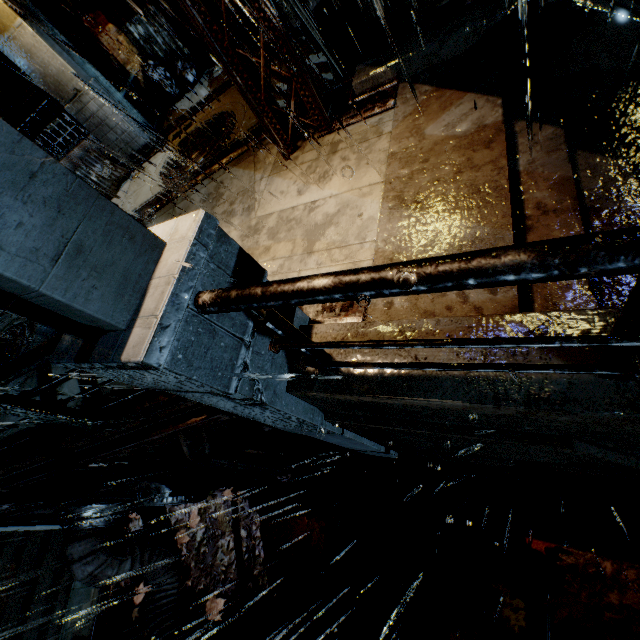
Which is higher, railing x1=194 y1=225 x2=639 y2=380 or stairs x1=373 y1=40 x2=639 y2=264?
railing x1=194 y1=225 x2=639 y2=380

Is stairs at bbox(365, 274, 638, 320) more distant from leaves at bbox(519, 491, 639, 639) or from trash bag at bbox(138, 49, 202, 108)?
trash bag at bbox(138, 49, 202, 108)

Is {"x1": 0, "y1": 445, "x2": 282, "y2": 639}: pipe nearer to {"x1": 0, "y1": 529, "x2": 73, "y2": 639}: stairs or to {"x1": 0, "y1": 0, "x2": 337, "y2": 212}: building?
{"x1": 0, "y1": 529, "x2": 73, "y2": 639}: stairs

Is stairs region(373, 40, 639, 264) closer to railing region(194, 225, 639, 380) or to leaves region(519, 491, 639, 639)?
railing region(194, 225, 639, 380)

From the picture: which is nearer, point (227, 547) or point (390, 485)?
point (390, 485)

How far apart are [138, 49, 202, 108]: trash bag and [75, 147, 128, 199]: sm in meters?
2.5 m

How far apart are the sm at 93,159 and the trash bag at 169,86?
2.50m

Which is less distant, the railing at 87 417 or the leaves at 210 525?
the railing at 87 417
